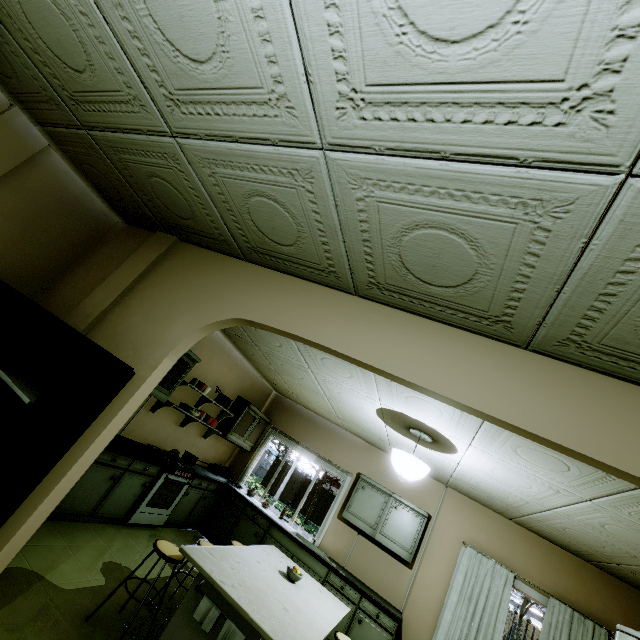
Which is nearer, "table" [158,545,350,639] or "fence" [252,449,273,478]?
"table" [158,545,350,639]

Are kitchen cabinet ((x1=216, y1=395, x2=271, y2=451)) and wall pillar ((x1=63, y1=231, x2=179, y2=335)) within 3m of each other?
no

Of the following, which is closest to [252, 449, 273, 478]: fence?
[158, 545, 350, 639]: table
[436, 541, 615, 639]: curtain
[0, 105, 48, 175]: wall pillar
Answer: [436, 541, 615, 639]: curtain

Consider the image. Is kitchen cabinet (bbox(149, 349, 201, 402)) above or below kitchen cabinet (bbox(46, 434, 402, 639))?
above

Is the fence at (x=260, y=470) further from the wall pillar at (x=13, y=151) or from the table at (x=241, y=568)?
the wall pillar at (x=13, y=151)

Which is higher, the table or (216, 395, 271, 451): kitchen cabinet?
(216, 395, 271, 451): kitchen cabinet

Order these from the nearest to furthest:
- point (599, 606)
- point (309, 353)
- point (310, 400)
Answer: point (309, 353) → point (599, 606) → point (310, 400)

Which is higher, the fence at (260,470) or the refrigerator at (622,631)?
the refrigerator at (622,631)
